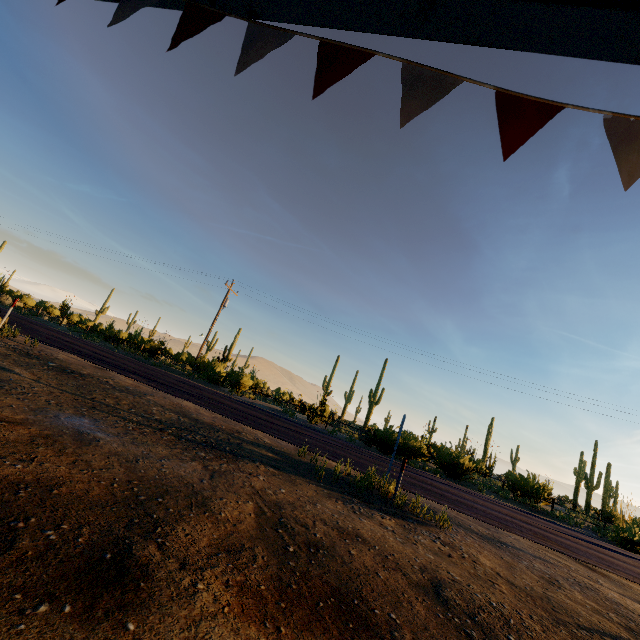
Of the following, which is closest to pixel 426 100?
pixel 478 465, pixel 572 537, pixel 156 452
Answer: pixel 156 452

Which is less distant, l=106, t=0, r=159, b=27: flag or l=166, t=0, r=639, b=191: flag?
l=166, t=0, r=639, b=191: flag

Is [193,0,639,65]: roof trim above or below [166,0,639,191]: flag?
above

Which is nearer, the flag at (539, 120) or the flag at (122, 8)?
the flag at (539, 120)

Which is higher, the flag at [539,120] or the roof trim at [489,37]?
the roof trim at [489,37]
